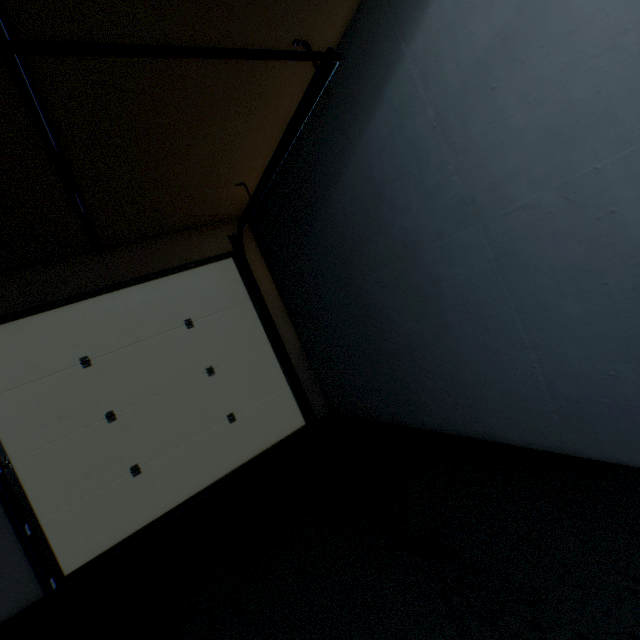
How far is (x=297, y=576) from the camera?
1.6m
